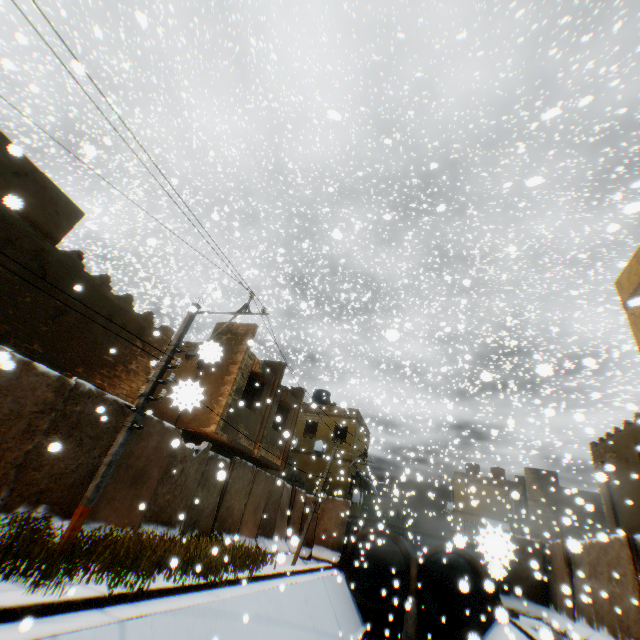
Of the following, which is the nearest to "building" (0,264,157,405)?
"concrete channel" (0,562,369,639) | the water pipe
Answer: "concrete channel" (0,562,369,639)

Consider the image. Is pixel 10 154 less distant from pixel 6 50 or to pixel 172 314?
pixel 6 50

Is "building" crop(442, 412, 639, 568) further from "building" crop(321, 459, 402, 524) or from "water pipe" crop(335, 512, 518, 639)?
"building" crop(321, 459, 402, 524)

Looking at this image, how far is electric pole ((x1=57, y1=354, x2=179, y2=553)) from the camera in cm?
605

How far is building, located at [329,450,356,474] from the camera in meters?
23.8 m

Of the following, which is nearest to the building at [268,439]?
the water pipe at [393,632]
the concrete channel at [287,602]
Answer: the concrete channel at [287,602]

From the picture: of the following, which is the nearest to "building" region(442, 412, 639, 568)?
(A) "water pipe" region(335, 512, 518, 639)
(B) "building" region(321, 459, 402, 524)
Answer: (A) "water pipe" region(335, 512, 518, 639)

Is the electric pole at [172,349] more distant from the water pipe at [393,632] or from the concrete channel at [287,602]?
the water pipe at [393,632]
